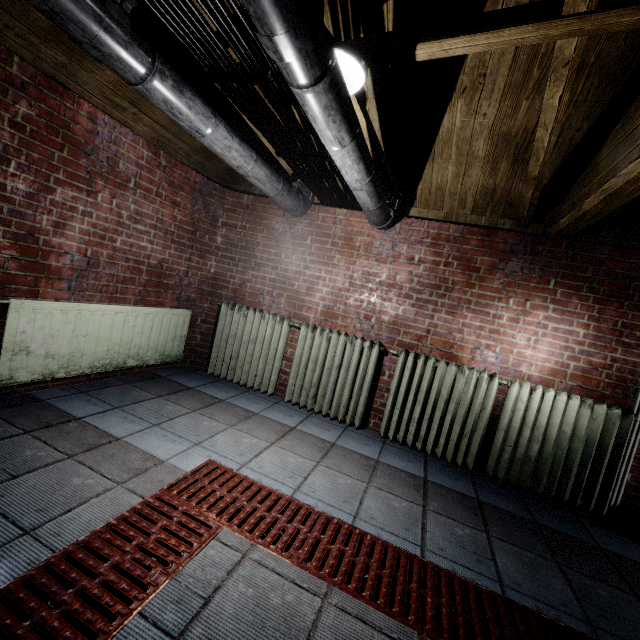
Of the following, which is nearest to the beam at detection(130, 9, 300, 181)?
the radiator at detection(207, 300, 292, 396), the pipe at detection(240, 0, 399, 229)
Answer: the pipe at detection(240, 0, 399, 229)

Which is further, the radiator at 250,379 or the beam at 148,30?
the radiator at 250,379

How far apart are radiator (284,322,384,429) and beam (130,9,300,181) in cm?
126

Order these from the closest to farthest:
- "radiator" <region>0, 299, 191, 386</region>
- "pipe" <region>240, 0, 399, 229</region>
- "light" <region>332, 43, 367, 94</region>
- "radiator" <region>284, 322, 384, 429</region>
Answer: "pipe" <region>240, 0, 399, 229</region> < "light" <region>332, 43, 367, 94</region> < "radiator" <region>0, 299, 191, 386</region> < "radiator" <region>284, 322, 384, 429</region>

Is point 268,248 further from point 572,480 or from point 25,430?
point 572,480

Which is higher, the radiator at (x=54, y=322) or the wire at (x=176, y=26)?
the wire at (x=176, y=26)

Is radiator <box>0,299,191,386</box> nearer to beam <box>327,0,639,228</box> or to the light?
beam <box>327,0,639,228</box>

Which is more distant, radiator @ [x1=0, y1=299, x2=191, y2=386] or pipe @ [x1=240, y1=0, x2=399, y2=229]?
radiator @ [x1=0, y1=299, x2=191, y2=386]
